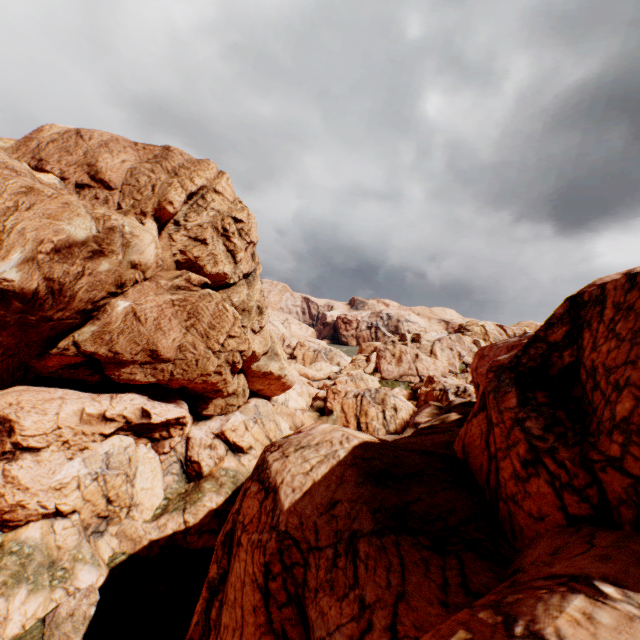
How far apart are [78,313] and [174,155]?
Result: 19.4 meters
